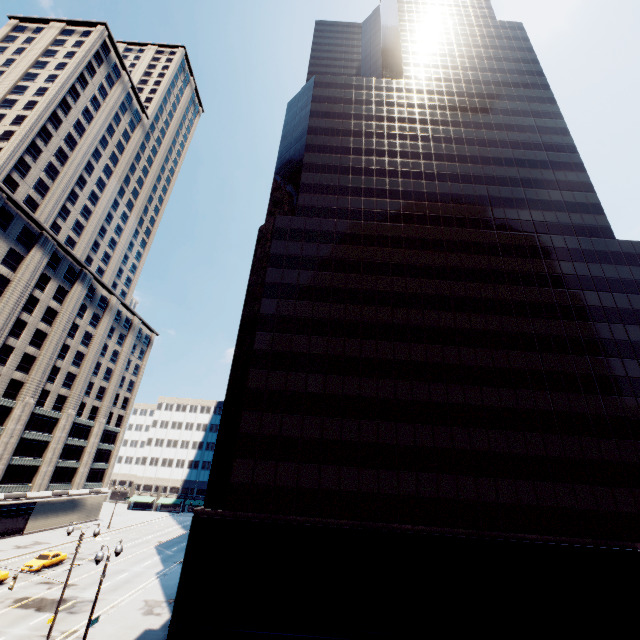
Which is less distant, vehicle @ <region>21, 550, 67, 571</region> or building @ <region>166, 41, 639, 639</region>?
building @ <region>166, 41, 639, 639</region>

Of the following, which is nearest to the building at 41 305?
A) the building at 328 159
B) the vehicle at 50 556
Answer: the vehicle at 50 556

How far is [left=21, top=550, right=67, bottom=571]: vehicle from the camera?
35.4 meters

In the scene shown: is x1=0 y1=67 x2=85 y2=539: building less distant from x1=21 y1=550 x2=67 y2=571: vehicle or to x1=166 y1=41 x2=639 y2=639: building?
x1=21 y1=550 x2=67 y2=571: vehicle

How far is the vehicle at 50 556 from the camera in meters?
35.4

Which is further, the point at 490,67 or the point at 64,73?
the point at 64,73

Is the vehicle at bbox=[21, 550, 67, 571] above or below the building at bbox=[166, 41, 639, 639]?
below
